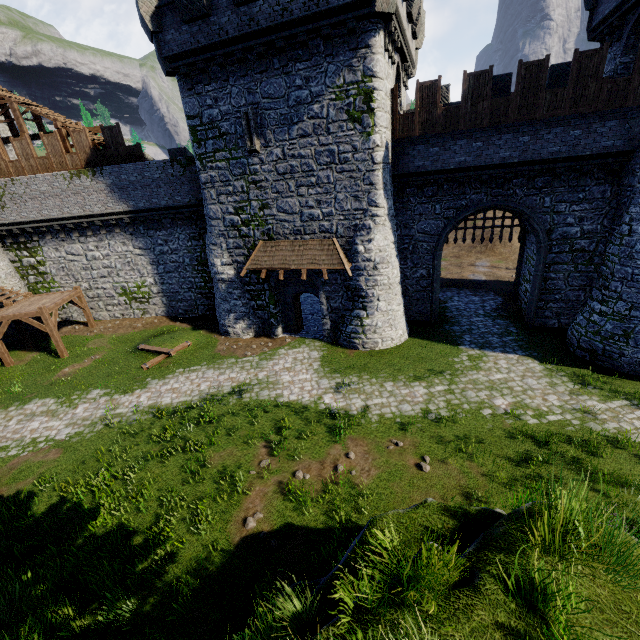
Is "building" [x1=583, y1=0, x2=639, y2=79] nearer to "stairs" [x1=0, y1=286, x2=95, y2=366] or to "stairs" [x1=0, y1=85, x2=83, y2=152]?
"stairs" [x1=0, y1=85, x2=83, y2=152]

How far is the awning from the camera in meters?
15.9

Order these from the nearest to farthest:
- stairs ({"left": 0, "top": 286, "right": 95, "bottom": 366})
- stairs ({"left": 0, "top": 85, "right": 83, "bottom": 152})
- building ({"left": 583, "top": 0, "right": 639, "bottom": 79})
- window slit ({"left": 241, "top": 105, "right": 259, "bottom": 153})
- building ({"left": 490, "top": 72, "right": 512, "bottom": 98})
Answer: building ({"left": 583, "top": 0, "right": 639, "bottom": 79}), window slit ({"left": 241, "top": 105, "right": 259, "bottom": 153}), building ({"left": 490, "top": 72, "right": 512, "bottom": 98}), stairs ({"left": 0, "top": 286, "right": 95, "bottom": 366}), stairs ({"left": 0, "top": 85, "right": 83, "bottom": 152})

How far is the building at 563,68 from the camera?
15.8 meters

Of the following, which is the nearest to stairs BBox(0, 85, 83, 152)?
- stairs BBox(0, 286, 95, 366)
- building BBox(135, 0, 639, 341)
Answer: building BBox(135, 0, 639, 341)

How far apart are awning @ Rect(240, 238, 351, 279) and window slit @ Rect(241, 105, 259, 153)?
4.1 meters

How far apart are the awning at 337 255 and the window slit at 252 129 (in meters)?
4.08

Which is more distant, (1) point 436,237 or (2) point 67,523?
(1) point 436,237
